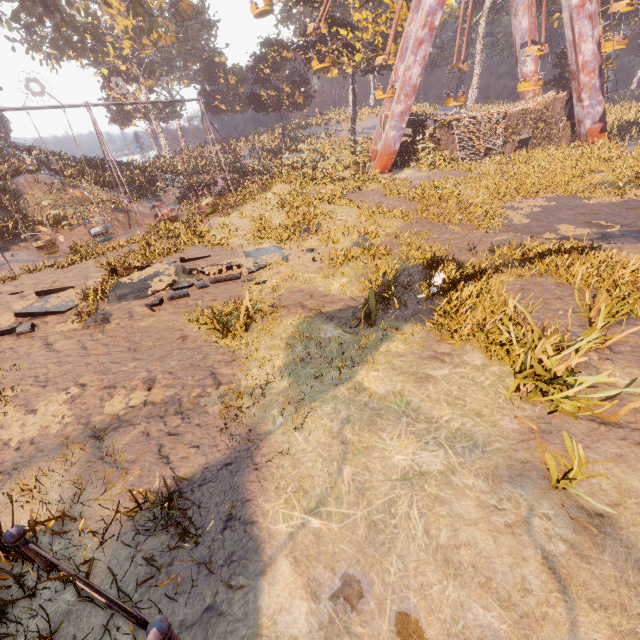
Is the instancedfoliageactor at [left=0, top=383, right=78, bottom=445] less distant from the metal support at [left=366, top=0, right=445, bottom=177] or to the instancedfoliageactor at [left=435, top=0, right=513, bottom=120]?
the instancedfoliageactor at [left=435, top=0, right=513, bottom=120]

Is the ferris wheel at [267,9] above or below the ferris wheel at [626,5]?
above

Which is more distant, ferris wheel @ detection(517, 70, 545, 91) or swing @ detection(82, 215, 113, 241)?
ferris wheel @ detection(517, 70, 545, 91)

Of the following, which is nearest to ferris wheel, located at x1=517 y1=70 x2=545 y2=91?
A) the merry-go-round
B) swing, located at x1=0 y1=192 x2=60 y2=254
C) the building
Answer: the building

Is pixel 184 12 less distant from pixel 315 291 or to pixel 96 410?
pixel 315 291

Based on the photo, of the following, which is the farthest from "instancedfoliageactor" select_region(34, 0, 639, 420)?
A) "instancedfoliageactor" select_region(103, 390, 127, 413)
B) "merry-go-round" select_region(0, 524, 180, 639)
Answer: "merry-go-round" select_region(0, 524, 180, 639)

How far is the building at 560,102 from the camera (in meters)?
23.73

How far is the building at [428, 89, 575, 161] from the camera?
23.73m
